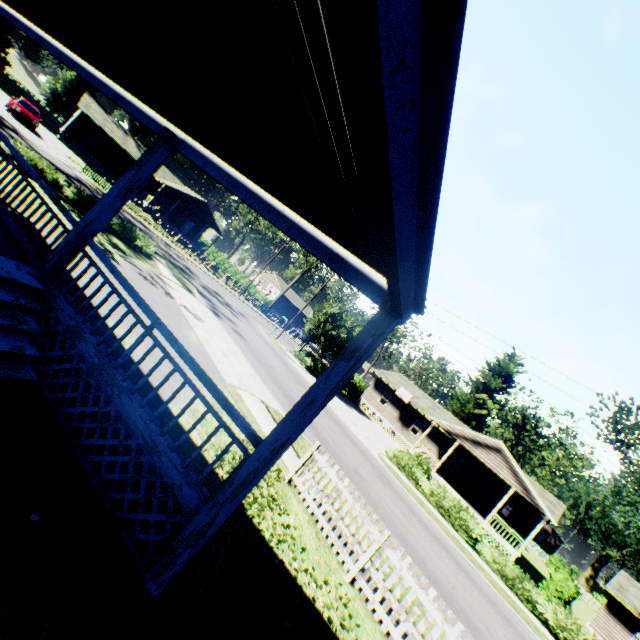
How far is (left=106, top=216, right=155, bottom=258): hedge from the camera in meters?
17.3 m

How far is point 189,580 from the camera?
4.0 meters

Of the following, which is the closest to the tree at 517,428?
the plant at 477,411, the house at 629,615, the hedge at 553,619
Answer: the plant at 477,411

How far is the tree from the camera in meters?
53.8

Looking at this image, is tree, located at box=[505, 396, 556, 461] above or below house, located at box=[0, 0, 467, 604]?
above

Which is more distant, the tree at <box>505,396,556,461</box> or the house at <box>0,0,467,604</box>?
the tree at <box>505,396,556,461</box>

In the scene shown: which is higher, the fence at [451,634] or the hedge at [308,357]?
the fence at [451,634]

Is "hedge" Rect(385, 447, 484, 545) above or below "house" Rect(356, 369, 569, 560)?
below
